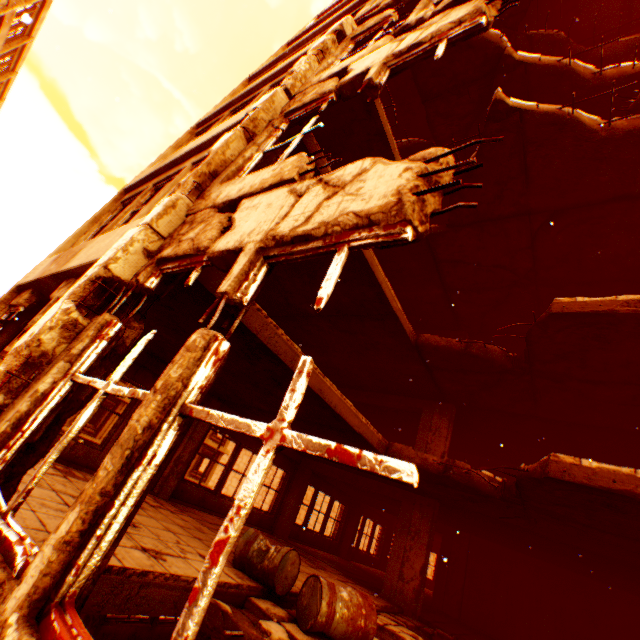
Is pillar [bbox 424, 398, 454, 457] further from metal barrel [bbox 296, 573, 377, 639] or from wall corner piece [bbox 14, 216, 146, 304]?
wall corner piece [bbox 14, 216, 146, 304]

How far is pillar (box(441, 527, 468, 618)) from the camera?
11.34m

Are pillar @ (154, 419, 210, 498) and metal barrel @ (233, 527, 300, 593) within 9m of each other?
yes

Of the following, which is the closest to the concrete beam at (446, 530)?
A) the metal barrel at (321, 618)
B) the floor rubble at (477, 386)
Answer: the floor rubble at (477, 386)

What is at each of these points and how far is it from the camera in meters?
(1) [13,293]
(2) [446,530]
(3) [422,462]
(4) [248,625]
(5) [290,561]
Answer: (1) pillar, 5.9
(2) concrete beam, 12.7
(3) floor rubble, 6.7
(4) floor rubble, 3.4
(5) metal barrel, 4.5

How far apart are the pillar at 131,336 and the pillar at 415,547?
9.36m

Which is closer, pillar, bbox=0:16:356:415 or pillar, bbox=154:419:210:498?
pillar, bbox=0:16:356:415

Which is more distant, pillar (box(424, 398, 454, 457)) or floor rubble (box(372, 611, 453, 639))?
pillar (box(424, 398, 454, 457))
